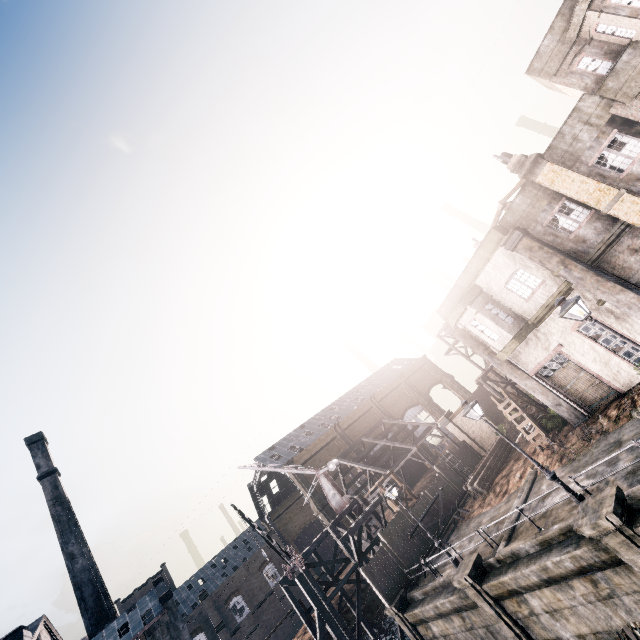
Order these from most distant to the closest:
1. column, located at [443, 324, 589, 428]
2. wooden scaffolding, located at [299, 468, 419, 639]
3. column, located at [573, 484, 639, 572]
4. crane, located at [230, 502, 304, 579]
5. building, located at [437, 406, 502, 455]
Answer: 1. building, located at [437, 406, 502, 455]
2. wooden scaffolding, located at [299, 468, 419, 639]
3. crane, located at [230, 502, 304, 579]
4. column, located at [443, 324, 589, 428]
5. column, located at [573, 484, 639, 572]

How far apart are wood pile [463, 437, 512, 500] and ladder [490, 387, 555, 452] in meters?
5.6

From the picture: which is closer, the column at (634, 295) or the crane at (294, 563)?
the column at (634, 295)

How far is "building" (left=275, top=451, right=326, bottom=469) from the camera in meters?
57.2

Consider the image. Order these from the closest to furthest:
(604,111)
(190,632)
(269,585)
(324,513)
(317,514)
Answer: (604,111) < (190,632) < (324,513) < (317,514) < (269,585)

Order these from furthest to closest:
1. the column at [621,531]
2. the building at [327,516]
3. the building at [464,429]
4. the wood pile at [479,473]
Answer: the building at [327,516]
the building at [464,429]
the wood pile at [479,473]
the column at [621,531]

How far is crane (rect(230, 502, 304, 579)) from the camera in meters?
25.5

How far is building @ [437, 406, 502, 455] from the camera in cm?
3309
